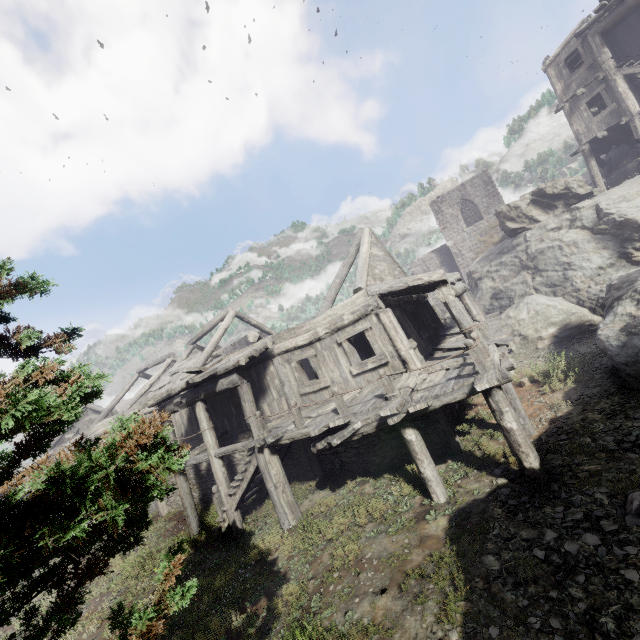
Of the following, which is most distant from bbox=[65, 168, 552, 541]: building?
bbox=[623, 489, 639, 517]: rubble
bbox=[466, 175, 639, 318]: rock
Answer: bbox=[623, 489, 639, 517]: rubble

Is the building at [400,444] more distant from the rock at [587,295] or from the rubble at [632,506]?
the rubble at [632,506]

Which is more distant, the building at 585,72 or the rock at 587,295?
the building at 585,72

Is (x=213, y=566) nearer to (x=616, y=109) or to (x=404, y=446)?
(x=404, y=446)

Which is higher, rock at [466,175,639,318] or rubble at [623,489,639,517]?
rock at [466,175,639,318]

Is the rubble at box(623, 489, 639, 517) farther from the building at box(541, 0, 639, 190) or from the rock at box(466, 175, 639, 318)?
the building at box(541, 0, 639, 190)

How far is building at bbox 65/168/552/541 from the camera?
8.0 meters

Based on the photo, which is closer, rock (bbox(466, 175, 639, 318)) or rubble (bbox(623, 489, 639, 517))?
rubble (bbox(623, 489, 639, 517))
